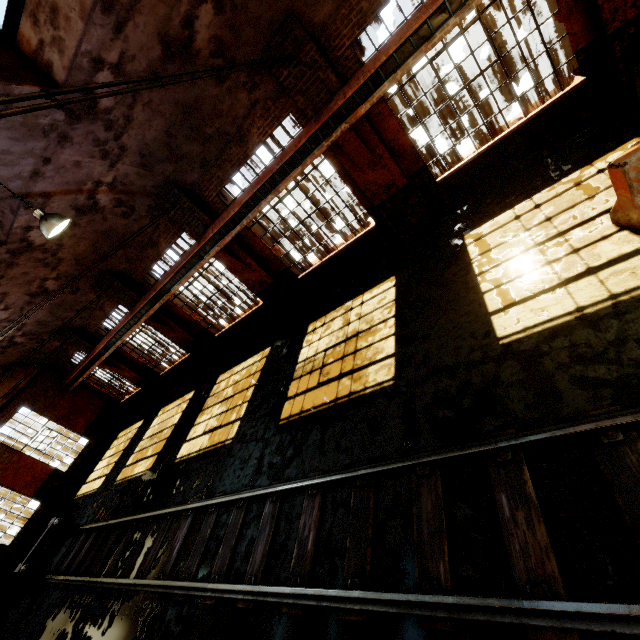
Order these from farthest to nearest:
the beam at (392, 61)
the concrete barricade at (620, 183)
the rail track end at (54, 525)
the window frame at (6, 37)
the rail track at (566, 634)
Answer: the rail track end at (54, 525) → the beam at (392, 61) → the window frame at (6, 37) → the concrete barricade at (620, 183) → the rail track at (566, 634)

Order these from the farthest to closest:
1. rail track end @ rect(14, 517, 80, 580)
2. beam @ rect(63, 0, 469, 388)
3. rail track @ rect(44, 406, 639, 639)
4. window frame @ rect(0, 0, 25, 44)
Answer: rail track end @ rect(14, 517, 80, 580), beam @ rect(63, 0, 469, 388), window frame @ rect(0, 0, 25, 44), rail track @ rect(44, 406, 639, 639)

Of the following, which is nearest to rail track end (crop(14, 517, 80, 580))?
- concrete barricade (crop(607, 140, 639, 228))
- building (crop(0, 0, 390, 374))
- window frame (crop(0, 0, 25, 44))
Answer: building (crop(0, 0, 390, 374))

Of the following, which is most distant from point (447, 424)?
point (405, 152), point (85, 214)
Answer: point (85, 214)

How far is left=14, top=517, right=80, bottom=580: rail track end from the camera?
10.5 meters

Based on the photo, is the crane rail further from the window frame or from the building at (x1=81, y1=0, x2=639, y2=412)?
the window frame

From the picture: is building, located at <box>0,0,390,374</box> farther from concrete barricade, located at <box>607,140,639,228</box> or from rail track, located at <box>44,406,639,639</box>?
rail track, located at <box>44,406,639,639</box>

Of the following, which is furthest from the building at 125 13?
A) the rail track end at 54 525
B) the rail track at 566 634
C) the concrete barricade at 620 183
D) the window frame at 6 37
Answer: the rail track end at 54 525
